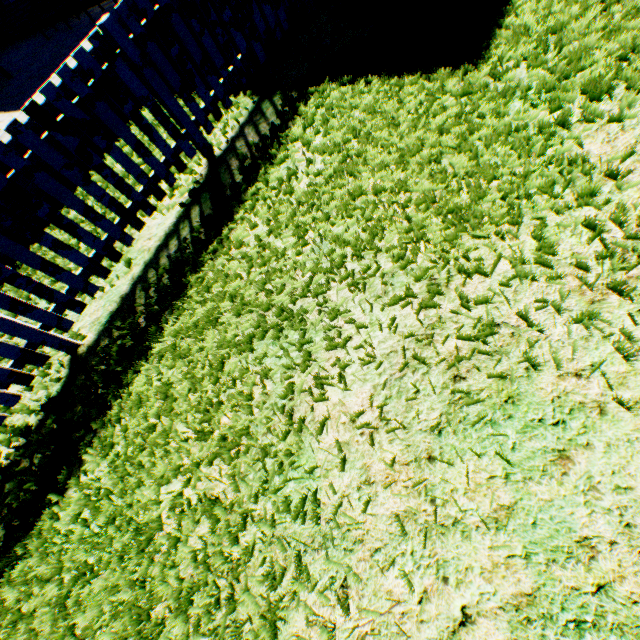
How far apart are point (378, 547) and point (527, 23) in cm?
407
